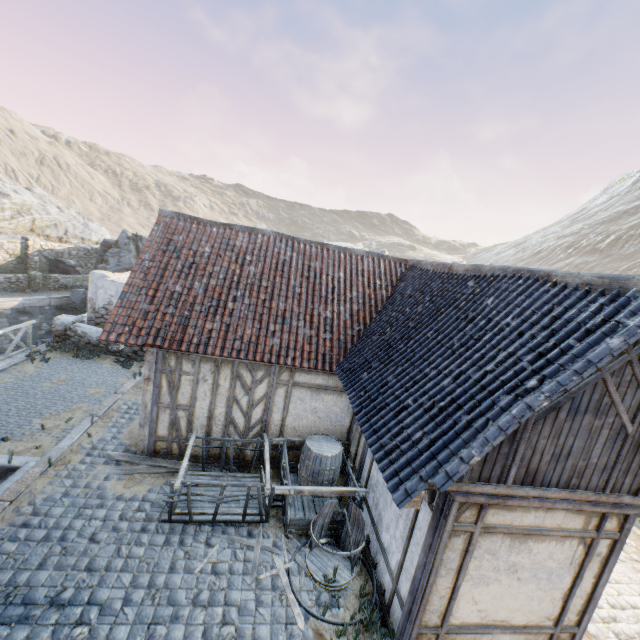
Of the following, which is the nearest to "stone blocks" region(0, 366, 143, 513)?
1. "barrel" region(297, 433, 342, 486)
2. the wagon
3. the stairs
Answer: the stairs

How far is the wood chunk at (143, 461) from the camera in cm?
730

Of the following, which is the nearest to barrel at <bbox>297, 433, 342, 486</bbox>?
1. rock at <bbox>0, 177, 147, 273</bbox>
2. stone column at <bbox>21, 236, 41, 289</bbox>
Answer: stone column at <bbox>21, 236, 41, 289</bbox>

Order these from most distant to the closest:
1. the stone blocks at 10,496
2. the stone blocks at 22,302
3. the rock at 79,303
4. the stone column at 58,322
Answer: the rock at 79,303 → the stone blocks at 22,302 → the stone column at 58,322 → the stone blocks at 10,496

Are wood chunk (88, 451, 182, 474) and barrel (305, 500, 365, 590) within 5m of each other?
yes

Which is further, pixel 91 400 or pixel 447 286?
pixel 91 400

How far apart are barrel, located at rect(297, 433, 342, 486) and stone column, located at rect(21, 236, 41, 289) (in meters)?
22.26

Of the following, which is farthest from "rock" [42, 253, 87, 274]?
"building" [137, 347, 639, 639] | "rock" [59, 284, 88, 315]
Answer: "building" [137, 347, 639, 639]
